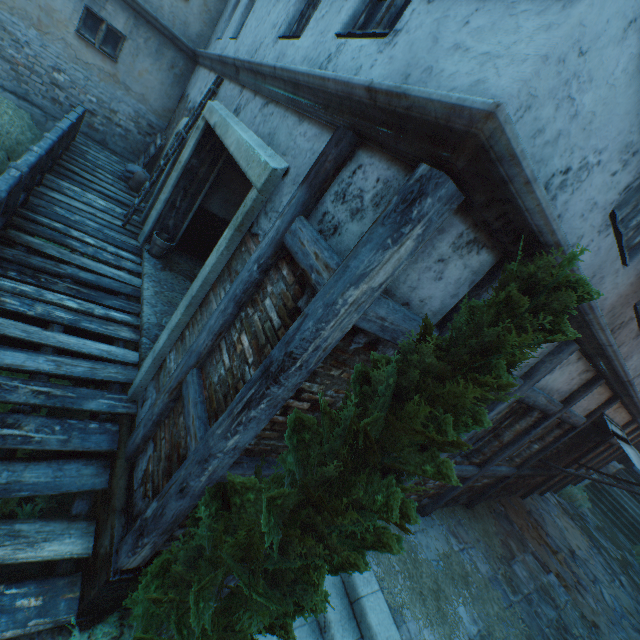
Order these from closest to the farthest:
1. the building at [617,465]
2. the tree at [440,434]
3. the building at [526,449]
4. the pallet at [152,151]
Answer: the tree at [440,434], the building at [526,449], the pallet at [152,151], the building at [617,465]

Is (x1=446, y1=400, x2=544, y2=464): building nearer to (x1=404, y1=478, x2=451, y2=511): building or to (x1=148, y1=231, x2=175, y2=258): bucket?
(x1=404, y1=478, x2=451, y2=511): building

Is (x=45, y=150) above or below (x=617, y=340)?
below

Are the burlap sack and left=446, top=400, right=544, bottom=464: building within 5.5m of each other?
no

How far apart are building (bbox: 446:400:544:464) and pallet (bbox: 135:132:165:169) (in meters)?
10.52

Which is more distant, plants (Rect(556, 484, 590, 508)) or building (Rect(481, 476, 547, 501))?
plants (Rect(556, 484, 590, 508))

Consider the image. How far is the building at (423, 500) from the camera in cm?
487

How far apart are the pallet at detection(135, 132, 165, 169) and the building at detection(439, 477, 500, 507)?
11.31m
